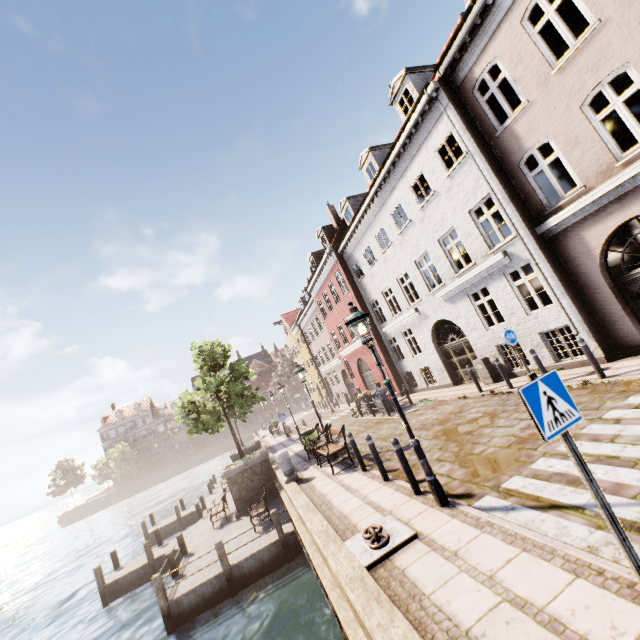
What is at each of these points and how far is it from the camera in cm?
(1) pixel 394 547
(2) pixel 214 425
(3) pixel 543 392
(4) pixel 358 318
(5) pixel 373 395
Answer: (1) boat ring, 477
(2) tree, 1652
(3) sign, 293
(4) street light, 595
(5) trash bin, 1731

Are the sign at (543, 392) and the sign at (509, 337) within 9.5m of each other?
yes

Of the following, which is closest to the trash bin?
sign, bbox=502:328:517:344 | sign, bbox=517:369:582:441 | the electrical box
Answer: the electrical box

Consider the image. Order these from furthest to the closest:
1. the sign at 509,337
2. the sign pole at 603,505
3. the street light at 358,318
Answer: the sign at 509,337, the street light at 358,318, the sign pole at 603,505

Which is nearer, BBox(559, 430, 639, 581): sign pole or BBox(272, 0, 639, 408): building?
BBox(559, 430, 639, 581): sign pole

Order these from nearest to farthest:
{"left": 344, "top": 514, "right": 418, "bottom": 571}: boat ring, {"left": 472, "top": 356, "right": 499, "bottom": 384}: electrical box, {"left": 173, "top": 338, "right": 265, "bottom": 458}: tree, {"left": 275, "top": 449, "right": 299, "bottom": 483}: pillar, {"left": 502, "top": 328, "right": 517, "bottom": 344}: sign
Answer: {"left": 344, "top": 514, "right": 418, "bottom": 571}: boat ring → {"left": 502, "top": 328, "right": 517, "bottom": 344}: sign → {"left": 275, "top": 449, "right": 299, "bottom": 483}: pillar → {"left": 472, "top": 356, "right": 499, "bottom": 384}: electrical box → {"left": 173, "top": 338, "right": 265, "bottom": 458}: tree

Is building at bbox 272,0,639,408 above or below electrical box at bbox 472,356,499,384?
above

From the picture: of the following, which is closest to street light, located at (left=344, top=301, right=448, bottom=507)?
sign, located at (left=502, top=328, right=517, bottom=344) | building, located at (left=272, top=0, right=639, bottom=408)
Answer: sign, located at (left=502, top=328, right=517, bottom=344)
